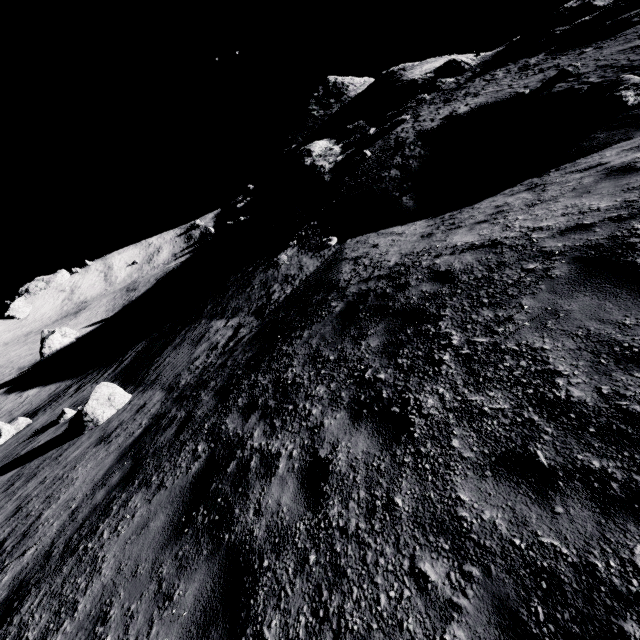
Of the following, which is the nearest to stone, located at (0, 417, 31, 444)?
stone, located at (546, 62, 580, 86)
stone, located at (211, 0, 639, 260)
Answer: stone, located at (211, 0, 639, 260)

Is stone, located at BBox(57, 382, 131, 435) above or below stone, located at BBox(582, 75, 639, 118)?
below

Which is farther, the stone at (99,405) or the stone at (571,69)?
the stone at (571,69)

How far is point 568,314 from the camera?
3.5 meters

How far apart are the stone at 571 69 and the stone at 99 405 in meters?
21.4 m

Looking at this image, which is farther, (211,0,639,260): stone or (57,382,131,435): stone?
(211,0,639,260): stone

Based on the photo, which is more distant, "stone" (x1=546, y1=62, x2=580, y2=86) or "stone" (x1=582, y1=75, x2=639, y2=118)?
"stone" (x1=546, y1=62, x2=580, y2=86)

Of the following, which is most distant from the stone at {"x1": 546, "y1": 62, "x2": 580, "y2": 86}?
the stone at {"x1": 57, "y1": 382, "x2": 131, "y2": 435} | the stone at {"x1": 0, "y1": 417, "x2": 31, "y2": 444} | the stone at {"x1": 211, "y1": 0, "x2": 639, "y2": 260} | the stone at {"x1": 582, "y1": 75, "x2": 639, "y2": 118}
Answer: the stone at {"x1": 0, "y1": 417, "x2": 31, "y2": 444}
